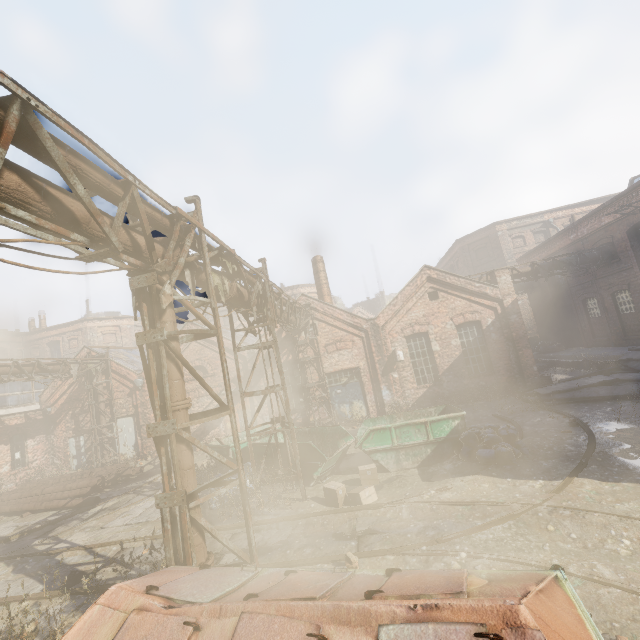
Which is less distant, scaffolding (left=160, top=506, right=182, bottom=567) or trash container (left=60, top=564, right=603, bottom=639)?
trash container (left=60, top=564, right=603, bottom=639)

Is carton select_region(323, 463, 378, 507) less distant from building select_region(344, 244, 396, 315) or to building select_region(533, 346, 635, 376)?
building select_region(533, 346, 635, 376)

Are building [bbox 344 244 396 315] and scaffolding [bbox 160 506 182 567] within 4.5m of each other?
no

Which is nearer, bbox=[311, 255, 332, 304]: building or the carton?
the carton

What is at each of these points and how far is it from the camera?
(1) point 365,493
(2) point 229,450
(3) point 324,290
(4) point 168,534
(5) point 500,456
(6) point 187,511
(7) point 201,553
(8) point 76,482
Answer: (1) carton, 8.08m
(2) container, 11.64m
(3) building, 20.30m
(4) scaffolding, 4.41m
(5) trash bag, 8.56m
(6) scaffolding, 4.48m
(7) pipe, 4.65m
(8) pipe, 14.09m

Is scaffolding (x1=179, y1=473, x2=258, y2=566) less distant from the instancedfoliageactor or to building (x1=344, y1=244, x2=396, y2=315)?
the instancedfoliageactor

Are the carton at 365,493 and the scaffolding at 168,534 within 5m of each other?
yes

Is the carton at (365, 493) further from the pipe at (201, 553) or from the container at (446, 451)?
the pipe at (201, 553)
